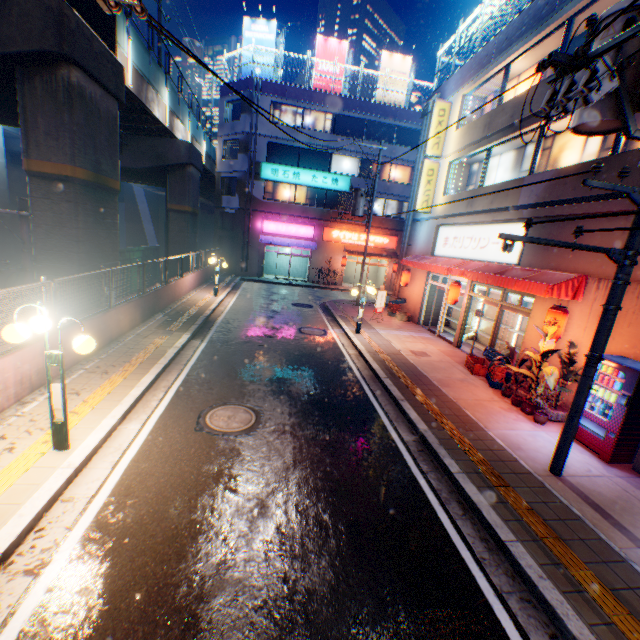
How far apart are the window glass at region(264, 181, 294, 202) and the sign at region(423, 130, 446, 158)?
13.54m

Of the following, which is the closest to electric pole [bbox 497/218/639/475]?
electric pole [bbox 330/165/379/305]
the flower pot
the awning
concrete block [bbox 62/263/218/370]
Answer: the flower pot

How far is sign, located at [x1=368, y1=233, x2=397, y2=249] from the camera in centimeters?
2997cm

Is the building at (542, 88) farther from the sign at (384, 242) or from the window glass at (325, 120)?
the window glass at (325, 120)

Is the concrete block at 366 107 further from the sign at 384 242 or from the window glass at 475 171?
the window glass at 475 171

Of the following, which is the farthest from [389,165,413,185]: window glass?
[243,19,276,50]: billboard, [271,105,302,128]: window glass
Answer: [243,19,276,50]: billboard

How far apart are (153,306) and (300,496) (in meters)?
10.73

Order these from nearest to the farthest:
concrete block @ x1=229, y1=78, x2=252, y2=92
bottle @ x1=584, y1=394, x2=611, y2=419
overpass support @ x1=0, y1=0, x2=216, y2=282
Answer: bottle @ x1=584, y1=394, x2=611, y2=419, overpass support @ x1=0, y1=0, x2=216, y2=282, concrete block @ x1=229, y1=78, x2=252, y2=92
